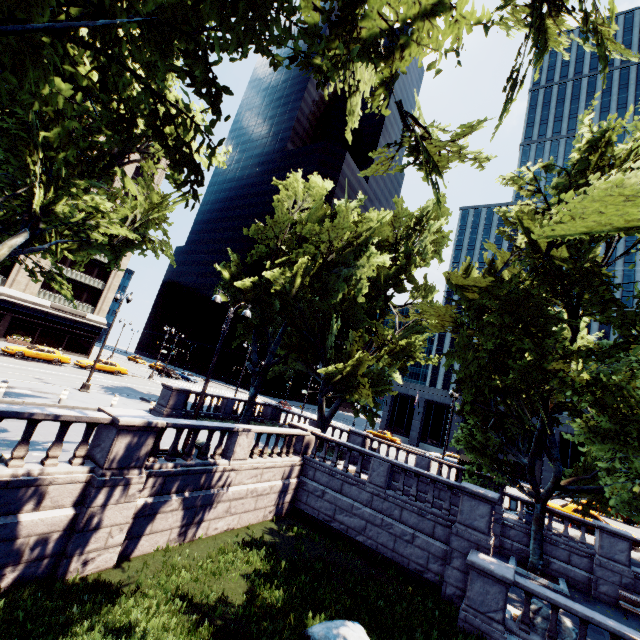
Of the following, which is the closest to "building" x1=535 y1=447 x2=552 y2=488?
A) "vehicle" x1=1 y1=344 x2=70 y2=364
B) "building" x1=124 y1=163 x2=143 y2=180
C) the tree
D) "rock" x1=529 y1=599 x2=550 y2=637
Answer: the tree

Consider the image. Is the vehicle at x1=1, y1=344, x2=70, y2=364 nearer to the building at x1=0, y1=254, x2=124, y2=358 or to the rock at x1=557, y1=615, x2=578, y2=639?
the building at x1=0, y1=254, x2=124, y2=358

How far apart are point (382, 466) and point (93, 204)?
18.1m

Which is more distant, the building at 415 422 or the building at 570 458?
the building at 415 422

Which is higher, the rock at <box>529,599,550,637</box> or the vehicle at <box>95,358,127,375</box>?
the vehicle at <box>95,358,127,375</box>

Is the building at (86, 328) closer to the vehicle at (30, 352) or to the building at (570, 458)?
the vehicle at (30, 352)

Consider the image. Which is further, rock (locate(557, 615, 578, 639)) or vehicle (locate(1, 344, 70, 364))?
vehicle (locate(1, 344, 70, 364))
